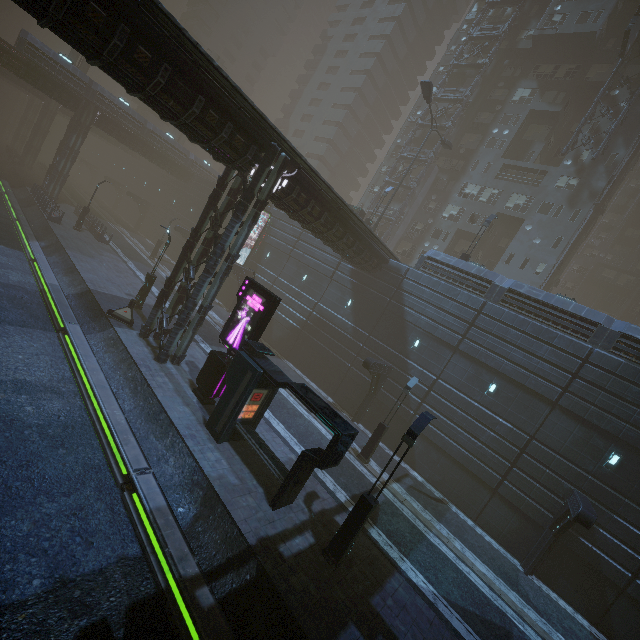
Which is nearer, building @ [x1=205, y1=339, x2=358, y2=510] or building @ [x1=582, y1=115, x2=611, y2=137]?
building @ [x1=205, y1=339, x2=358, y2=510]

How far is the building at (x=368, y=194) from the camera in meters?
43.8

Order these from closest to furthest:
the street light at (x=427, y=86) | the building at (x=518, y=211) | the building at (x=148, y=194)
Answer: the building at (x=148, y=194) < the building at (x=518, y=211) < the street light at (x=427, y=86)

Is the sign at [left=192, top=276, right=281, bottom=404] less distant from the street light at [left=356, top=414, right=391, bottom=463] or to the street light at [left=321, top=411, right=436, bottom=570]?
the street light at [left=321, top=411, right=436, bottom=570]

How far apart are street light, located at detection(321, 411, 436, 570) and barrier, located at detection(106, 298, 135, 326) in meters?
15.1 m

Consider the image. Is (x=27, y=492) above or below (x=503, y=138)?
below

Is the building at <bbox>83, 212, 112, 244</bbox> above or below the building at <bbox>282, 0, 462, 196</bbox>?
below

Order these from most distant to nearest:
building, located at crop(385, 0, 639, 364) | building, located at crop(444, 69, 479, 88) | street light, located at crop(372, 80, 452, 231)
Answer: building, located at crop(444, 69, 479, 88) → street light, located at crop(372, 80, 452, 231) → building, located at crop(385, 0, 639, 364)
